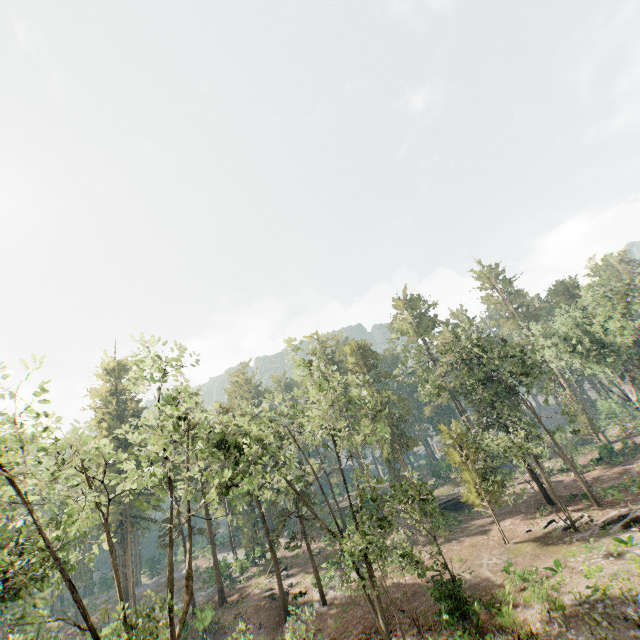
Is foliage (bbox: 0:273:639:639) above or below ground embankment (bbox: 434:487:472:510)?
above

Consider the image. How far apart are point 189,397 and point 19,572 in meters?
30.3 m

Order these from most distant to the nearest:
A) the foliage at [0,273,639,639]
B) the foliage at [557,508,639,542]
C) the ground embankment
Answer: the ground embankment, the foliage at [557,508,639,542], the foliage at [0,273,639,639]

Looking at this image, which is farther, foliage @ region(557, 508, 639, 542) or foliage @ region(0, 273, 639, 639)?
foliage @ region(557, 508, 639, 542)

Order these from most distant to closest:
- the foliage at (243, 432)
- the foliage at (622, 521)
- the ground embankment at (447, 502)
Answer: the ground embankment at (447, 502) < the foliage at (622, 521) < the foliage at (243, 432)

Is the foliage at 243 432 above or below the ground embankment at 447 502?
above

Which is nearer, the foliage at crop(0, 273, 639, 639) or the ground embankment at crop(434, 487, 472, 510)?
the foliage at crop(0, 273, 639, 639)
